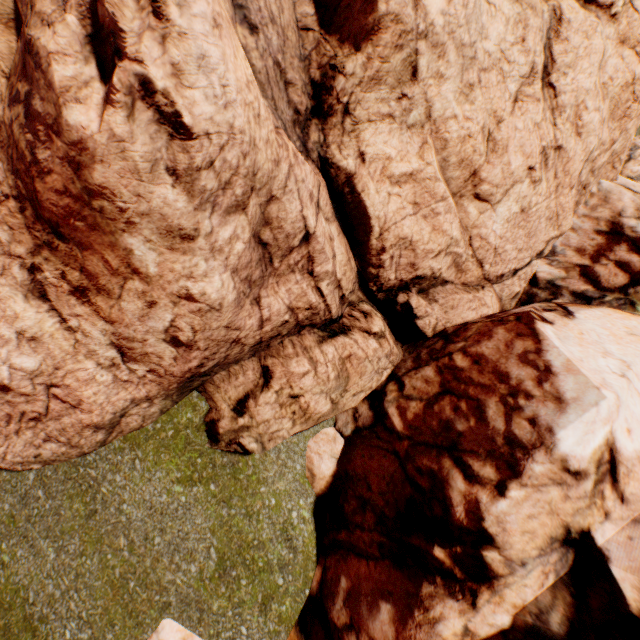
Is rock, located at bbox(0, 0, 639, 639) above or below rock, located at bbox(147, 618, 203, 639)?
above

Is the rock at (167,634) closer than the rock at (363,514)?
No

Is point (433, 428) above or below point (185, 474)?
above

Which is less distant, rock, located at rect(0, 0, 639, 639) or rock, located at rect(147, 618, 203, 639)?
rock, located at rect(0, 0, 639, 639)

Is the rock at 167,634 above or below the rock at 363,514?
below
